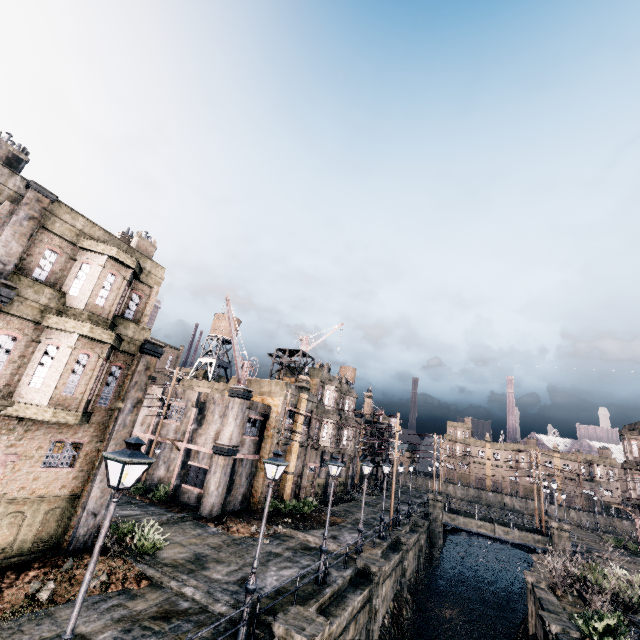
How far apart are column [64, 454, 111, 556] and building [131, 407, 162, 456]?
13.38m

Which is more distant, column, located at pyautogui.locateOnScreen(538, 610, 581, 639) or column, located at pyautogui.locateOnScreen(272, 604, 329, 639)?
column, located at pyautogui.locateOnScreen(538, 610, 581, 639)

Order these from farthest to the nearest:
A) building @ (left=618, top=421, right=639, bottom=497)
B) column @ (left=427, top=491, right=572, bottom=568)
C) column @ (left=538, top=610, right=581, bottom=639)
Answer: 1. building @ (left=618, top=421, right=639, bottom=497)
2. column @ (left=427, top=491, right=572, bottom=568)
3. column @ (left=538, top=610, right=581, bottom=639)

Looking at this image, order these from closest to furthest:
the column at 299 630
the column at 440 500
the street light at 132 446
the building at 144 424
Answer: the street light at 132 446, the column at 299 630, the building at 144 424, the column at 440 500

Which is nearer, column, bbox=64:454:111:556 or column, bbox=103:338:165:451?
column, bbox=64:454:111:556

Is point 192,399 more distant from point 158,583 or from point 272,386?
point 158,583

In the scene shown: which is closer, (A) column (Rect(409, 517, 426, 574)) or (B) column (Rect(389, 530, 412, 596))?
(B) column (Rect(389, 530, 412, 596))

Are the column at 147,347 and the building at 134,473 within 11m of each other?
no
